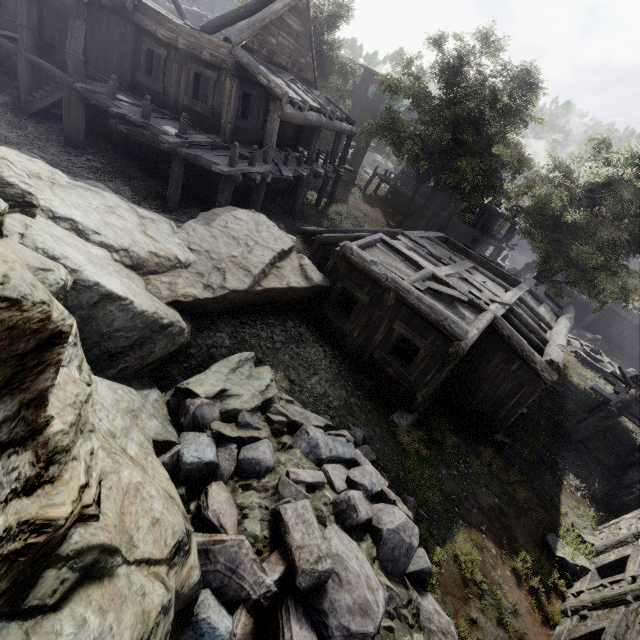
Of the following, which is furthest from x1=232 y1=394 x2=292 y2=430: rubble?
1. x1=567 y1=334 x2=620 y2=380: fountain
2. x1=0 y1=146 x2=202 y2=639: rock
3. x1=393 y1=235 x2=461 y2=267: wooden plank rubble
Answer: x1=567 y1=334 x2=620 y2=380: fountain

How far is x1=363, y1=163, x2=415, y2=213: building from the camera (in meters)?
30.52

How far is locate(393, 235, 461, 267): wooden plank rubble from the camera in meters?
11.8

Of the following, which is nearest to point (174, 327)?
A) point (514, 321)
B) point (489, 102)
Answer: point (514, 321)

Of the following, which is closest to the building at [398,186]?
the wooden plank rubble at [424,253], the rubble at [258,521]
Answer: the wooden plank rubble at [424,253]

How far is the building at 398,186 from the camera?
30.5 meters

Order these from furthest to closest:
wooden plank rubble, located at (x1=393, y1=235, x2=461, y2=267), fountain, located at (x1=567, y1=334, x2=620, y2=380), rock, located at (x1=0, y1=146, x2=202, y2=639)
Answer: fountain, located at (x1=567, y1=334, x2=620, y2=380) < wooden plank rubble, located at (x1=393, y1=235, x2=461, y2=267) < rock, located at (x1=0, y1=146, x2=202, y2=639)

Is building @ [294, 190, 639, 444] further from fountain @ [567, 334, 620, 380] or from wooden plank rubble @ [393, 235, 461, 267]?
fountain @ [567, 334, 620, 380]
